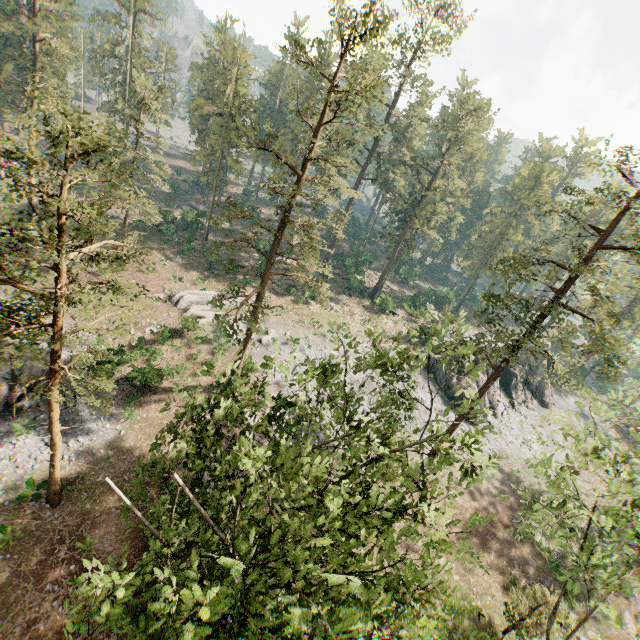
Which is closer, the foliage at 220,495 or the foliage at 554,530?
the foliage at 220,495

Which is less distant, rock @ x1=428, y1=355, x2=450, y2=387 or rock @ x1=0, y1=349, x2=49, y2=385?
rock @ x1=0, y1=349, x2=49, y2=385

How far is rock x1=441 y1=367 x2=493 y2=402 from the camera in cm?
3984

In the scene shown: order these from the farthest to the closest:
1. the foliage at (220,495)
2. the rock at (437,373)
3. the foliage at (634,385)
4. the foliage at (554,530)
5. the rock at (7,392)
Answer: Result: the rock at (437,373), the rock at (7,392), the foliage at (634,385), the foliage at (554,530), the foliage at (220,495)

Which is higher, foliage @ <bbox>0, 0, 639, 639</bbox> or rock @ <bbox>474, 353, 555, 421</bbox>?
foliage @ <bbox>0, 0, 639, 639</bbox>

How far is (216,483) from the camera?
23.7 meters

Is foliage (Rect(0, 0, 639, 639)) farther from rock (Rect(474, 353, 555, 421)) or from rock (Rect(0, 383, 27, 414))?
rock (Rect(0, 383, 27, 414))

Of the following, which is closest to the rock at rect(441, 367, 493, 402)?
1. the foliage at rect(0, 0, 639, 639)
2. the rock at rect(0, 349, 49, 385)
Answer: the foliage at rect(0, 0, 639, 639)
